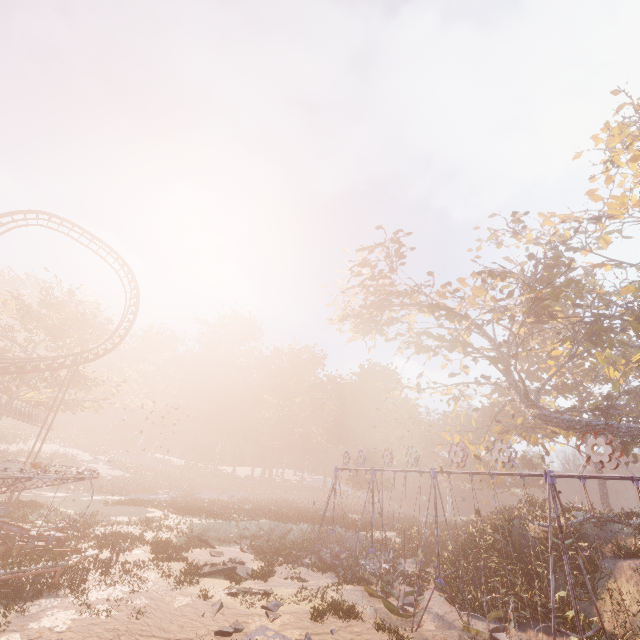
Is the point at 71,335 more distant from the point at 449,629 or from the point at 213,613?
the point at 449,629

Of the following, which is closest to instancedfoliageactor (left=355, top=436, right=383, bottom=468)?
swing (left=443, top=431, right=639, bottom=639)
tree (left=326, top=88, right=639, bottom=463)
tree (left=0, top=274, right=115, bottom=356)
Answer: swing (left=443, top=431, right=639, bottom=639)

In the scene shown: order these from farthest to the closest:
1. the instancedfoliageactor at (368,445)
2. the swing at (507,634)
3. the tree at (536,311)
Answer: the instancedfoliageactor at (368,445)
the tree at (536,311)
the swing at (507,634)

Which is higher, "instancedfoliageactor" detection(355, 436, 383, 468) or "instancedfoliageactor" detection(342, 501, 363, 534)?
"instancedfoliageactor" detection(355, 436, 383, 468)

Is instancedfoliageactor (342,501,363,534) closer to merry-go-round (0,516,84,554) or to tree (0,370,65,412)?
merry-go-round (0,516,84,554)

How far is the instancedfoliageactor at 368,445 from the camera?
48.0m

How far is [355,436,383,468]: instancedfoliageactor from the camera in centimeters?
4802cm

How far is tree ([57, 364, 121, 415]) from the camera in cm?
3375
